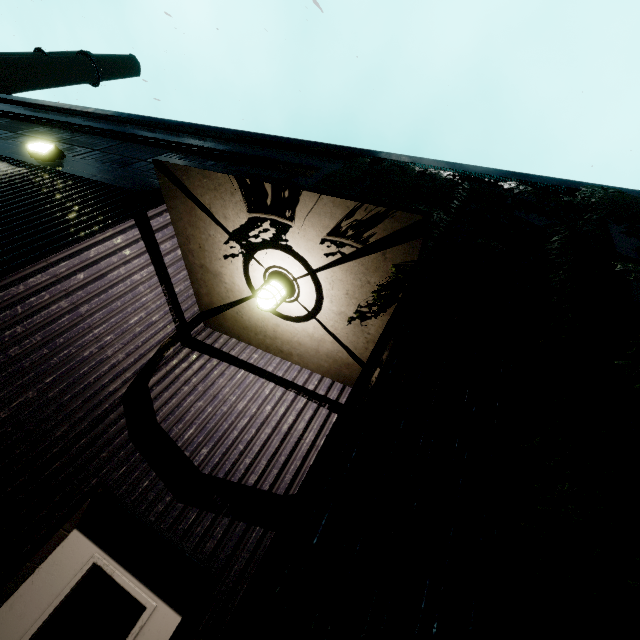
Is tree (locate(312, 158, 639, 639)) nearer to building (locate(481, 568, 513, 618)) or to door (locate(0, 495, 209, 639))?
building (locate(481, 568, 513, 618))

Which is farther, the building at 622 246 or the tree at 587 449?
the building at 622 246

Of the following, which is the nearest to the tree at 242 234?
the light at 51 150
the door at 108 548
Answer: the door at 108 548

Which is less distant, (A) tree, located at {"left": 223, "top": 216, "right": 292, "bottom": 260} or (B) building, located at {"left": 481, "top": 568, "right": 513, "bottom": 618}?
(B) building, located at {"left": 481, "top": 568, "right": 513, "bottom": 618}

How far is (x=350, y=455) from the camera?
1.59m

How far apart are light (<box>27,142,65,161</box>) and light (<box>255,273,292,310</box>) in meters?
4.2 m

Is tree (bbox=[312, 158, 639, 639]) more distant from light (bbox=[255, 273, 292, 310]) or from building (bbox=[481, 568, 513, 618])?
light (bbox=[255, 273, 292, 310])
